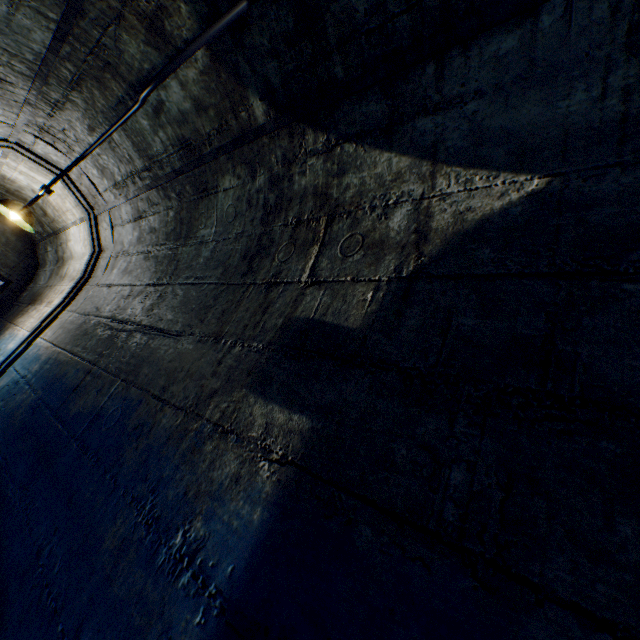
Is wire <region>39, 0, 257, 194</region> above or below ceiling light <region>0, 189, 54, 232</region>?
above

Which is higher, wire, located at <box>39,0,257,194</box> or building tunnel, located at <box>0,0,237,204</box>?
building tunnel, located at <box>0,0,237,204</box>

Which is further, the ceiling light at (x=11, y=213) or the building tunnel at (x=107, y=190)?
the ceiling light at (x=11, y=213)

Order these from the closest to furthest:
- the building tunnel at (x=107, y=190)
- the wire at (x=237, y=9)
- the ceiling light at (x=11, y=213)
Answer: the building tunnel at (x=107, y=190)
the wire at (x=237, y=9)
the ceiling light at (x=11, y=213)

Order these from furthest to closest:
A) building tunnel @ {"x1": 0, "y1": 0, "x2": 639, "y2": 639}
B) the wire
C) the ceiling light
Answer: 1. the ceiling light
2. the wire
3. building tunnel @ {"x1": 0, "y1": 0, "x2": 639, "y2": 639}

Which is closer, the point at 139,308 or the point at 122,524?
the point at 122,524

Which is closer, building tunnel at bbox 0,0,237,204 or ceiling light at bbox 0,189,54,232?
building tunnel at bbox 0,0,237,204
